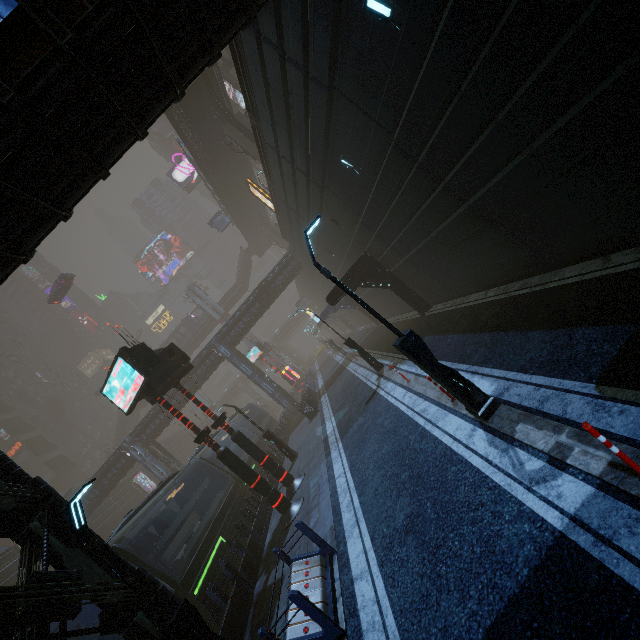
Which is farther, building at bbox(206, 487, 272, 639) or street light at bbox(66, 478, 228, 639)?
building at bbox(206, 487, 272, 639)

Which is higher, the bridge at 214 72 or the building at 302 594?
the bridge at 214 72

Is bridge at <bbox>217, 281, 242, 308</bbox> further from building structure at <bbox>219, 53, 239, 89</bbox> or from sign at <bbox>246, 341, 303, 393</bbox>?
building structure at <bbox>219, 53, 239, 89</bbox>

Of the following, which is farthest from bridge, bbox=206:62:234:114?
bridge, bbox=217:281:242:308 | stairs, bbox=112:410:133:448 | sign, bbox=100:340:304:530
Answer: stairs, bbox=112:410:133:448

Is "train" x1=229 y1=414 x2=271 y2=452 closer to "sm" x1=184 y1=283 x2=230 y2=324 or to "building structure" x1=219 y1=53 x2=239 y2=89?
"sm" x1=184 y1=283 x2=230 y2=324

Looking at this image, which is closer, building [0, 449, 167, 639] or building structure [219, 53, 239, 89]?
building [0, 449, 167, 639]

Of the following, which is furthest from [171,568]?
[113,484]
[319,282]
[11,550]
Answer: [11,550]

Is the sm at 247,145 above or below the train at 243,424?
above
